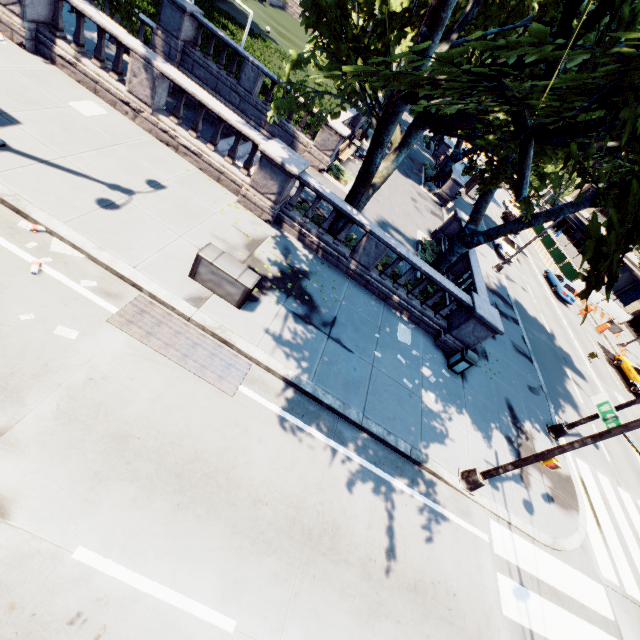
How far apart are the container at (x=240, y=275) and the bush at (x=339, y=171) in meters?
Answer: 12.0

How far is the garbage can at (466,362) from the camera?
11.8 meters

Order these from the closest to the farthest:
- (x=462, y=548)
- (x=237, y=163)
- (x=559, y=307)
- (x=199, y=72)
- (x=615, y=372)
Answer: (x=462, y=548) → (x=237, y=163) → (x=199, y=72) → (x=615, y=372) → (x=559, y=307)

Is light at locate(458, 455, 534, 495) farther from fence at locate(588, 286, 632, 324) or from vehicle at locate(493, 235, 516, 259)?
fence at locate(588, 286, 632, 324)

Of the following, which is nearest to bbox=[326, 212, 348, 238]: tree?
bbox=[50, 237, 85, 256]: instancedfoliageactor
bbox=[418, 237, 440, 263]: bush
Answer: bbox=[418, 237, 440, 263]: bush

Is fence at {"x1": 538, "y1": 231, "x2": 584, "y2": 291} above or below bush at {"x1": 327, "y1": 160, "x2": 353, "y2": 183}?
above

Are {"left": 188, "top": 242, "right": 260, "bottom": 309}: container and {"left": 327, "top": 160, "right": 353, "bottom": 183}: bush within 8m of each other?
no

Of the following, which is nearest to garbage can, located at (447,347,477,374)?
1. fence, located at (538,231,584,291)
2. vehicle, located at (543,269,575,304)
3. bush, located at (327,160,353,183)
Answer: bush, located at (327,160,353,183)
